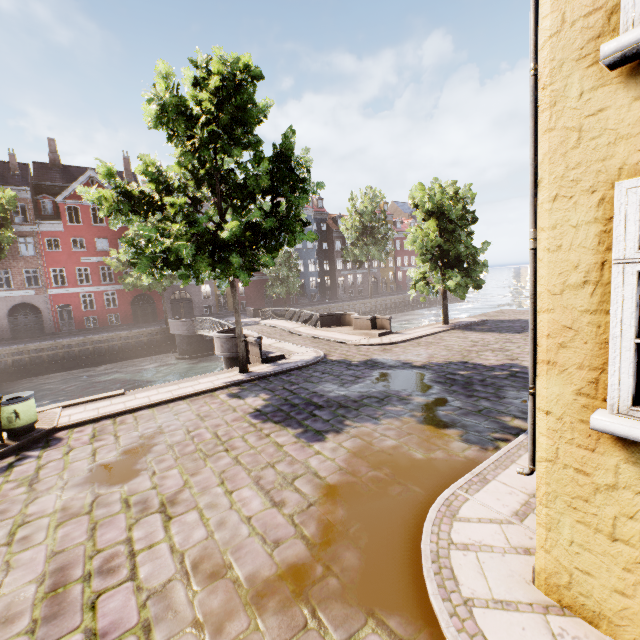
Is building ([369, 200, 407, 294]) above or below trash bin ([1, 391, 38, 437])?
above

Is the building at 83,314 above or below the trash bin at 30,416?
above

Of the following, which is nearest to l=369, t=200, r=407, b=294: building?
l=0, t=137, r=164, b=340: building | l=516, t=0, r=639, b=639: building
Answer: l=0, t=137, r=164, b=340: building

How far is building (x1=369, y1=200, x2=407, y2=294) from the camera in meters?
56.3

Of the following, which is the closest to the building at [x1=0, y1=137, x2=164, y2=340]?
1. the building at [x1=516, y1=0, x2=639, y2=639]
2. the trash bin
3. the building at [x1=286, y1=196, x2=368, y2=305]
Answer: the building at [x1=286, y1=196, x2=368, y2=305]

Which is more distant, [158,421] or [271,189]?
[271,189]

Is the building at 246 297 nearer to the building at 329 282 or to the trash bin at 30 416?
the building at 329 282

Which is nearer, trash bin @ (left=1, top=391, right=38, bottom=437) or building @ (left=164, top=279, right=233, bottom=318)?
trash bin @ (left=1, top=391, right=38, bottom=437)
